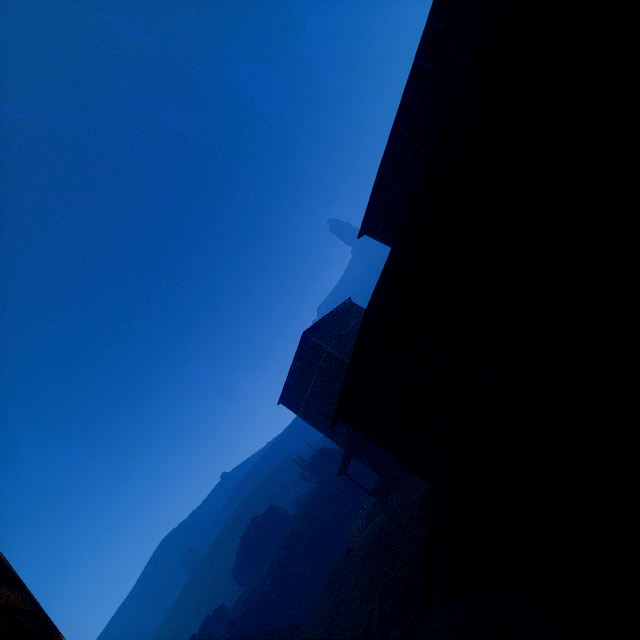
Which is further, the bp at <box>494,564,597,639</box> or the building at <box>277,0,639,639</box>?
the bp at <box>494,564,597,639</box>

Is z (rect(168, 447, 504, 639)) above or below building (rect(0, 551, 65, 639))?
below

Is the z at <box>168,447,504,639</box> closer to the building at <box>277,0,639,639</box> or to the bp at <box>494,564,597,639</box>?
the building at <box>277,0,639,639</box>

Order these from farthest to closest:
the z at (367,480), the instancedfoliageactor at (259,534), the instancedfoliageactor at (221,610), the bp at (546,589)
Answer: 1. the instancedfoliageactor at (259,534)
2. the instancedfoliageactor at (221,610)
3. the z at (367,480)
4. the bp at (546,589)

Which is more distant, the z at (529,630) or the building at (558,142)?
the z at (529,630)

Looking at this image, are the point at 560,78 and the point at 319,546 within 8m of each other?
no

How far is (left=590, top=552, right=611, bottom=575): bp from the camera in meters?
6.3 m

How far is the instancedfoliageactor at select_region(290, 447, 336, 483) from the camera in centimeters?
4990cm
